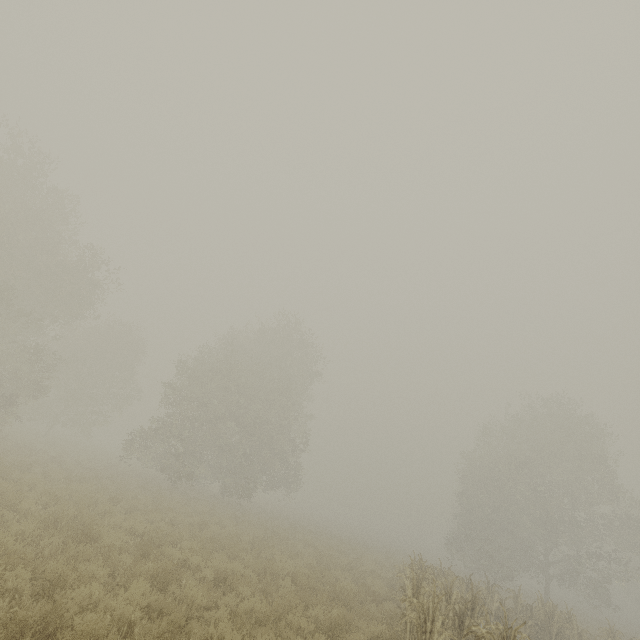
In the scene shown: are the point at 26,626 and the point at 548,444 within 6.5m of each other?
no
